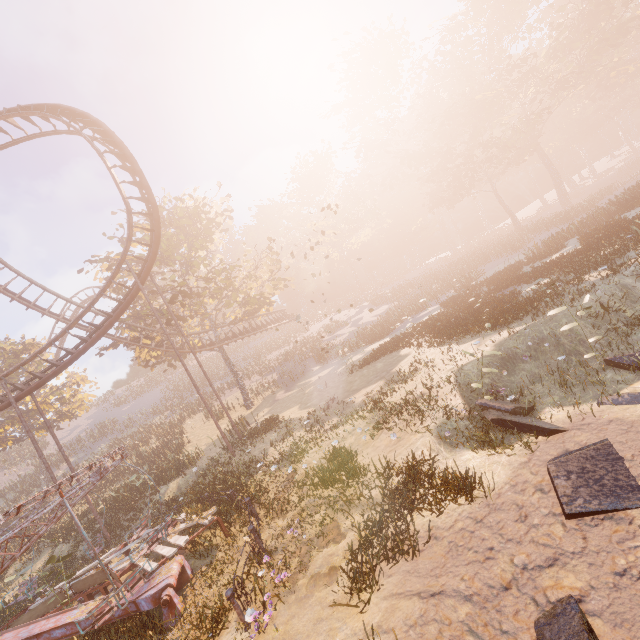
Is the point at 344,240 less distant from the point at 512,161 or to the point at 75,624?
the point at 512,161

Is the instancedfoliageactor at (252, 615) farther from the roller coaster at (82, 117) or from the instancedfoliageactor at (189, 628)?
the roller coaster at (82, 117)

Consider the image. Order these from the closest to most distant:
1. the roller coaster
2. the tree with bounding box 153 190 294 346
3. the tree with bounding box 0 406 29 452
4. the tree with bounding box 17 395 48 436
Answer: the roller coaster → the tree with bounding box 153 190 294 346 → the tree with bounding box 0 406 29 452 → the tree with bounding box 17 395 48 436

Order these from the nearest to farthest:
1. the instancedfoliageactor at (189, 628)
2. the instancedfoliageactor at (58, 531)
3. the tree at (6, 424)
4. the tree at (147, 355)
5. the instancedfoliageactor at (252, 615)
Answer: the instancedfoliageactor at (252, 615) → the instancedfoliageactor at (189, 628) → the instancedfoliageactor at (58, 531) → the tree at (147, 355) → the tree at (6, 424)

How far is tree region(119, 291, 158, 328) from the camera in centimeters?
2411cm

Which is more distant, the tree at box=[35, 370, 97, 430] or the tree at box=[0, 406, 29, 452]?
the tree at box=[35, 370, 97, 430]

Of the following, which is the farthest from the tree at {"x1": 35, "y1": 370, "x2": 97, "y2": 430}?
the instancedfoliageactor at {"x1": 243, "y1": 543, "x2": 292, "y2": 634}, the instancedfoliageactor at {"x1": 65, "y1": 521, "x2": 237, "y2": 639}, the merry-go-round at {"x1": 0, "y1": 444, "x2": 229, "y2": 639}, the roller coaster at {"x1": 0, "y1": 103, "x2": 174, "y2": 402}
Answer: the instancedfoliageactor at {"x1": 243, "y1": 543, "x2": 292, "y2": 634}

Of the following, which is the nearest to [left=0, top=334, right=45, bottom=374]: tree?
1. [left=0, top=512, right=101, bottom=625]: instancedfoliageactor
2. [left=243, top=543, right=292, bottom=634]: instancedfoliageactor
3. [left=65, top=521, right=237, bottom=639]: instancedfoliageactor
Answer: [left=0, top=512, right=101, bottom=625]: instancedfoliageactor
